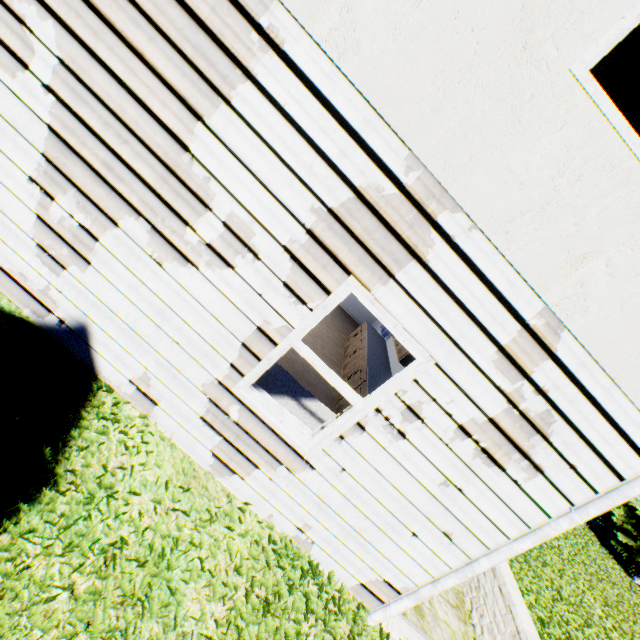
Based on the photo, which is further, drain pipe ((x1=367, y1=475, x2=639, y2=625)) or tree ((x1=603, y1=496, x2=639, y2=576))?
tree ((x1=603, y1=496, x2=639, y2=576))

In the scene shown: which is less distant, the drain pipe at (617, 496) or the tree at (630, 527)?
the drain pipe at (617, 496)

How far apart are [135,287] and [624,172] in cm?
390
